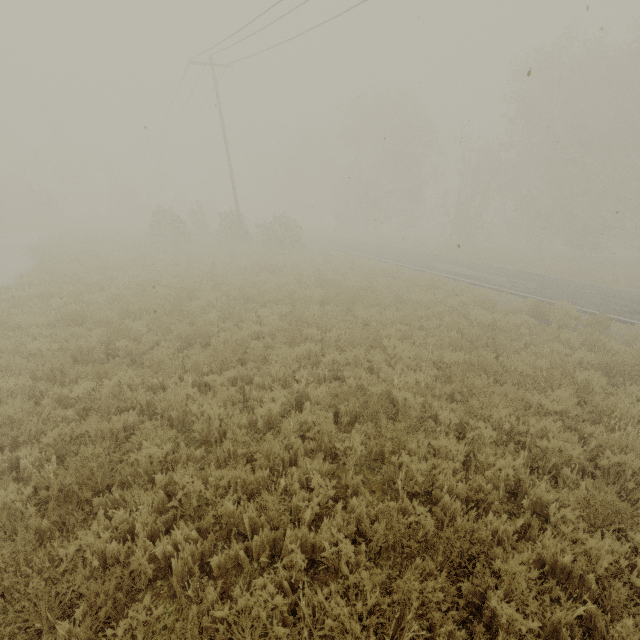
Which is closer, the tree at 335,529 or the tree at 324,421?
the tree at 335,529

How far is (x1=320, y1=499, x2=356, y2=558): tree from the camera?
3.4m

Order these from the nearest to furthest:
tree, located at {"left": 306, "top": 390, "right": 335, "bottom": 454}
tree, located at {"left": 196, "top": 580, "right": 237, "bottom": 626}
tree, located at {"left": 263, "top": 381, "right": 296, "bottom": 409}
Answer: tree, located at {"left": 196, "top": 580, "right": 237, "bottom": 626}
tree, located at {"left": 306, "top": 390, "right": 335, "bottom": 454}
tree, located at {"left": 263, "top": 381, "right": 296, "bottom": 409}

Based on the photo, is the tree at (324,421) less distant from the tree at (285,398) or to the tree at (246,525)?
the tree at (285,398)

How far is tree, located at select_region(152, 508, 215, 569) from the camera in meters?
3.3 m

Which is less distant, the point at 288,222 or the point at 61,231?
the point at 288,222

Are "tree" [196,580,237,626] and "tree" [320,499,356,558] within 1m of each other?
yes

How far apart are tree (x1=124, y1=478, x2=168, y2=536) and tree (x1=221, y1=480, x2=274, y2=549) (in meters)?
0.74
